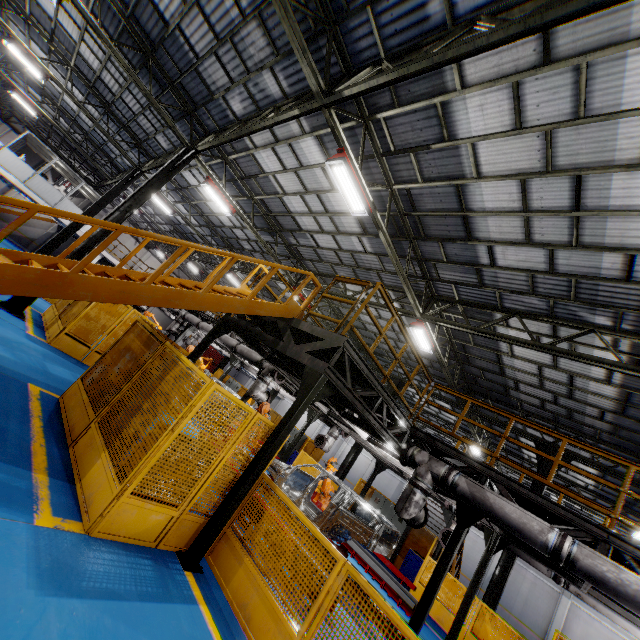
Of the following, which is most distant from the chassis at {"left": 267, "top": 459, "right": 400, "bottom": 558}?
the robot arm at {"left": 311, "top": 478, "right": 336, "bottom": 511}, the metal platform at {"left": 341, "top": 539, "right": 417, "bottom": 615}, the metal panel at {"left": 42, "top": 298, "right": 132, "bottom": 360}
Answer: the metal panel at {"left": 42, "top": 298, "right": 132, "bottom": 360}

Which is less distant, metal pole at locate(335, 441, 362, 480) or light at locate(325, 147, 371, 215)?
light at locate(325, 147, 371, 215)

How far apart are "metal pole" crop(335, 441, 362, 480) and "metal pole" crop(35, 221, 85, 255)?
17.9 meters

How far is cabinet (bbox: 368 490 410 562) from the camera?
Answer: 14.59m

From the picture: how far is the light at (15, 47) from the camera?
13.53m

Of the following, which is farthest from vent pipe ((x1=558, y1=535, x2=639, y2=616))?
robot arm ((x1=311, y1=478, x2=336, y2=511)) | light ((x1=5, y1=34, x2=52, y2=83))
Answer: light ((x1=5, y1=34, x2=52, y2=83))

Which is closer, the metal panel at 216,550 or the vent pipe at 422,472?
the metal panel at 216,550

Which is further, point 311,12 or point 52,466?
point 311,12
